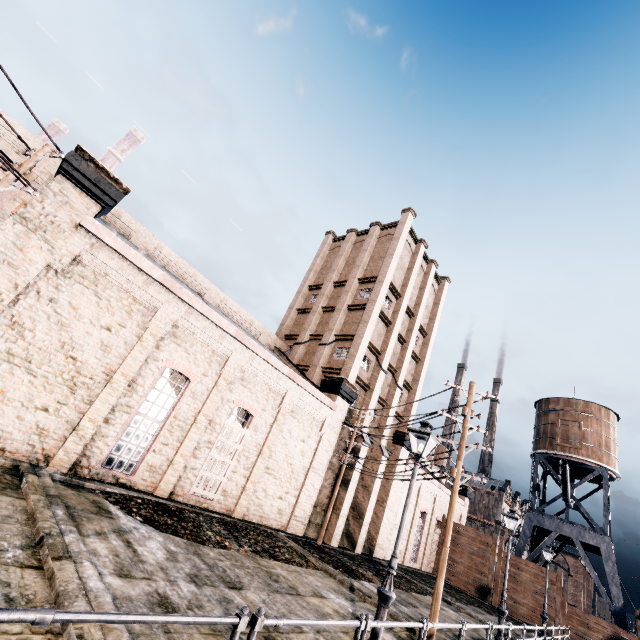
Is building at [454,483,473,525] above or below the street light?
above

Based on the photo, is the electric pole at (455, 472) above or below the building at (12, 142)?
below

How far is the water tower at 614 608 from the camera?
29.6m

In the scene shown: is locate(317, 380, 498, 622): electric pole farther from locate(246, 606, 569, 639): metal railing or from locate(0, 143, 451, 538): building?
locate(246, 606, 569, 639): metal railing

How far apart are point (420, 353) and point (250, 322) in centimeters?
1824cm

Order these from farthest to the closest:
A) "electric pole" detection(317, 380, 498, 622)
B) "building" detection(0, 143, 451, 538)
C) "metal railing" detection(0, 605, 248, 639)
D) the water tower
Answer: the water tower → "building" detection(0, 143, 451, 538) → "electric pole" detection(317, 380, 498, 622) → "metal railing" detection(0, 605, 248, 639)

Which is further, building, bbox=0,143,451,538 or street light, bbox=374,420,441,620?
building, bbox=0,143,451,538

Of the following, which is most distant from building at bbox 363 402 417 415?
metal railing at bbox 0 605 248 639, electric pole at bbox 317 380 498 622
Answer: metal railing at bbox 0 605 248 639
